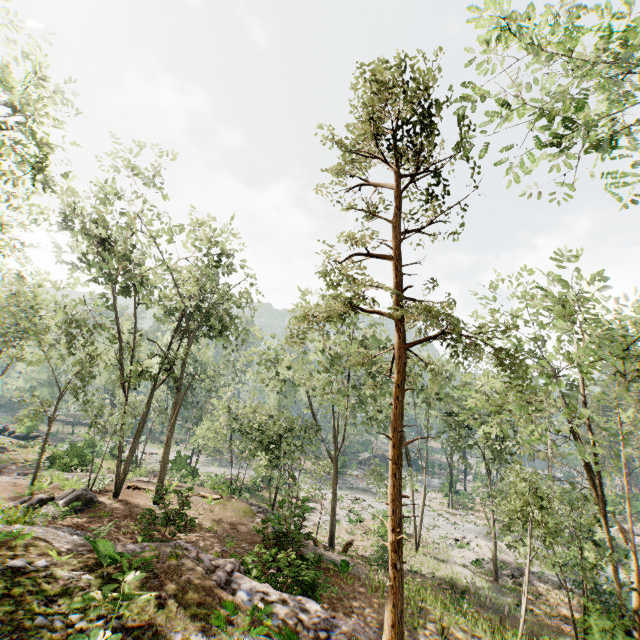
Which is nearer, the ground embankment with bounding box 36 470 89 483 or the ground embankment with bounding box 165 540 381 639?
the ground embankment with bounding box 165 540 381 639

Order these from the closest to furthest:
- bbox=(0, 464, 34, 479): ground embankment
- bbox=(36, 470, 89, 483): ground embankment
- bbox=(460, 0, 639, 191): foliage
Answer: bbox=(460, 0, 639, 191): foliage < bbox=(36, 470, 89, 483): ground embankment < bbox=(0, 464, 34, 479): ground embankment

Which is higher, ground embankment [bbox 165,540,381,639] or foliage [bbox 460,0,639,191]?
foliage [bbox 460,0,639,191]

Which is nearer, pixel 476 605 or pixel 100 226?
pixel 100 226

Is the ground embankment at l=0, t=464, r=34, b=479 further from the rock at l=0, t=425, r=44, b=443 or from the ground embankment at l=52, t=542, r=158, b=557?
the ground embankment at l=52, t=542, r=158, b=557

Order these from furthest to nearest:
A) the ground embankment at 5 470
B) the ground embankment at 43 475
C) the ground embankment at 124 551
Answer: the ground embankment at 5 470 < the ground embankment at 43 475 < the ground embankment at 124 551

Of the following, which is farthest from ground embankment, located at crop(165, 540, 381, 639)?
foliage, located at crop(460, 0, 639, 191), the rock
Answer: the rock

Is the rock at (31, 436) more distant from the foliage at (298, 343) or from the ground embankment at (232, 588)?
the ground embankment at (232, 588)
